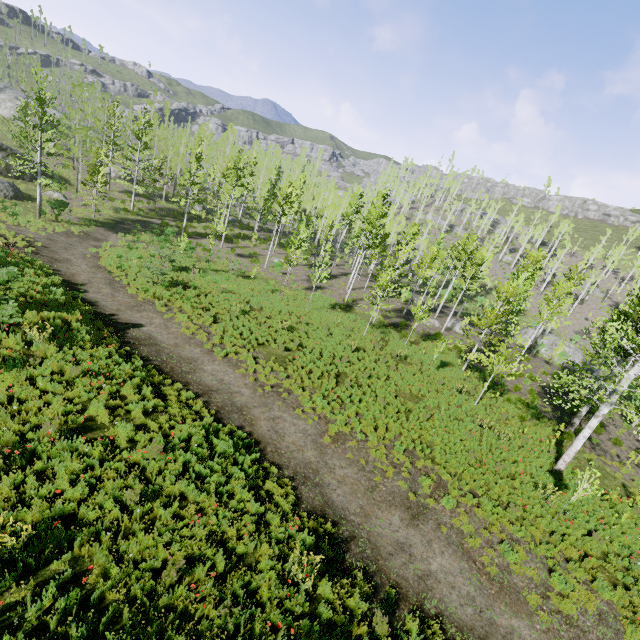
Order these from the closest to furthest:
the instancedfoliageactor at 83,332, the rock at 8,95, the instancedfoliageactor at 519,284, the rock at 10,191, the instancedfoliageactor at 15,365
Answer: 1. the instancedfoliageactor at 15,365
2. the instancedfoliageactor at 83,332
3. the instancedfoliageactor at 519,284
4. the rock at 10,191
5. the rock at 8,95

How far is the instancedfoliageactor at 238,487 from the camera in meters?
8.1 m

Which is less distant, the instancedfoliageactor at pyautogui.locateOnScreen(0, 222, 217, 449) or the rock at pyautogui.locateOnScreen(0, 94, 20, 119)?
the instancedfoliageactor at pyautogui.locateOnScreen(0, 222, 217, 449)

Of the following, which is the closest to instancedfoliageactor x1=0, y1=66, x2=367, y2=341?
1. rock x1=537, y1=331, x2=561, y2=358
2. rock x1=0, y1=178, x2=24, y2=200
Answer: rock x1=537, y1=331, x2=561, y2=358

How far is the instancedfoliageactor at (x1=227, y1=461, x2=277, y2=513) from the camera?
8.1m

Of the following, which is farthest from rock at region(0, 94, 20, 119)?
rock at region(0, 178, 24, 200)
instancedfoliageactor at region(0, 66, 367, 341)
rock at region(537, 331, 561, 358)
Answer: rock at region(537, 331, 561, 358)

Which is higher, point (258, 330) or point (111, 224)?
point (258, 330)

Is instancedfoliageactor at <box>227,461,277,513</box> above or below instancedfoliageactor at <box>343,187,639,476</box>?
below
